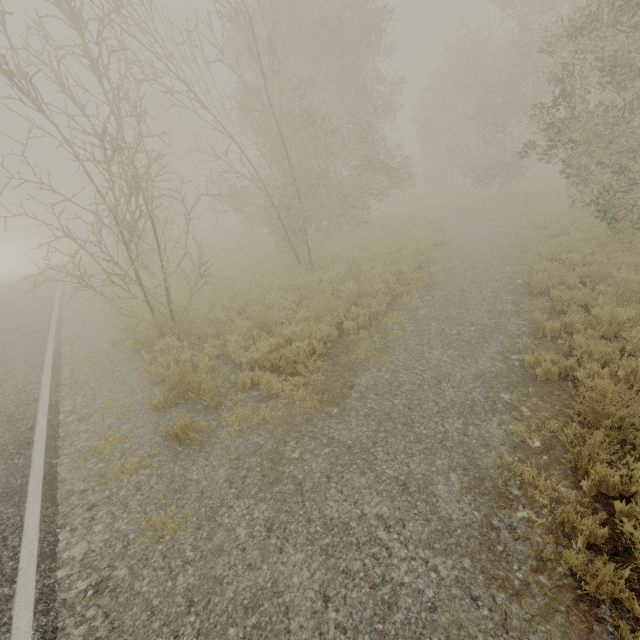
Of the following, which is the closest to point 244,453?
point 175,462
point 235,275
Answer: point 175,462
